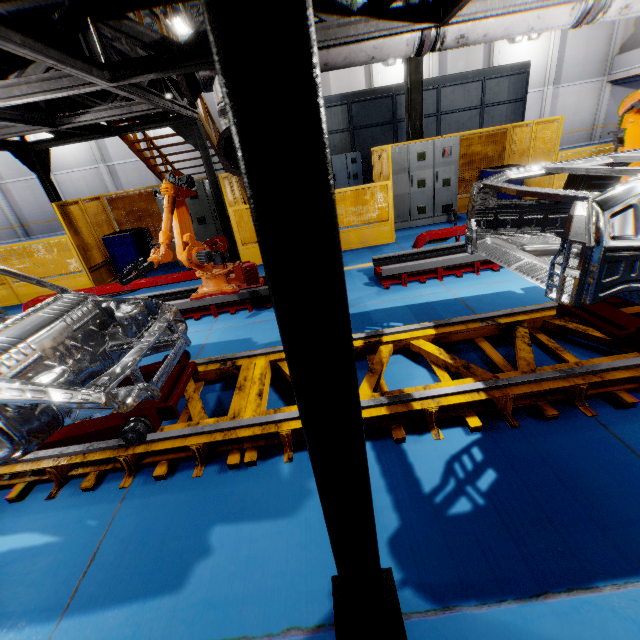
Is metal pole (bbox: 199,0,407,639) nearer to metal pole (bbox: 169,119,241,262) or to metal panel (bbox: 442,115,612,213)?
metal panel (bbox: 442,115,612,213)

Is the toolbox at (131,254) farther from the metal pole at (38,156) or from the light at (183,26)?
the light at (183,26)

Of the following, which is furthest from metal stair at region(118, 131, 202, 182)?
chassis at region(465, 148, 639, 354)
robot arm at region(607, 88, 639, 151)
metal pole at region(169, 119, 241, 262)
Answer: chassis at region(465, 148, 639, 354)

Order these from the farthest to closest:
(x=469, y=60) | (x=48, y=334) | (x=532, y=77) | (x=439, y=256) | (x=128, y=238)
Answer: (x=532, y=77) < (x=469, y=60) < (x=128, y=238) < (x=439, y=256) < (x=48, y=334)

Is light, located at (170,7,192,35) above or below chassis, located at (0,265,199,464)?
above

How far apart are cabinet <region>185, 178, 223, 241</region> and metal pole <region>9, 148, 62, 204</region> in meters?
2.0

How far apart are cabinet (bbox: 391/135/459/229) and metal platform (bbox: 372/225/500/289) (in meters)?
3.03

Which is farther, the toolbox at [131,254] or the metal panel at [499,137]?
the toolbox at [131,254]
